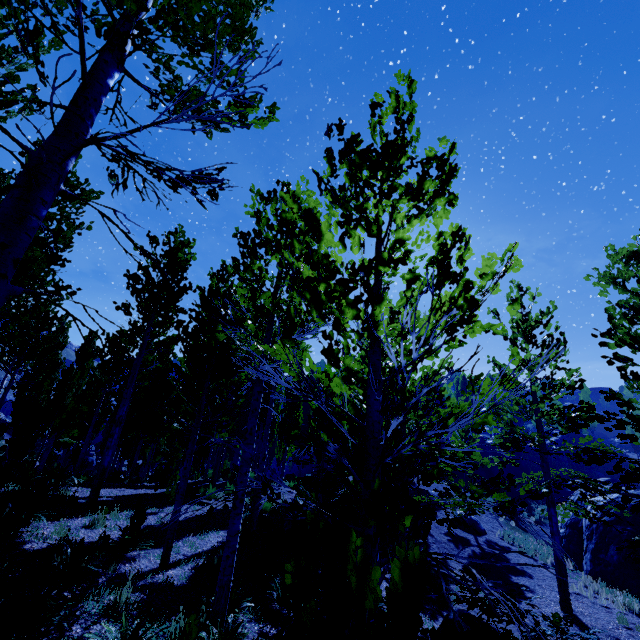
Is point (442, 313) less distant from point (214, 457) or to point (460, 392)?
point (214, 457)

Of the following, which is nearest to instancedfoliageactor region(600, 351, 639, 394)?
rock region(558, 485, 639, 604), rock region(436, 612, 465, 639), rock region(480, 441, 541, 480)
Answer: rock region(480, 441, 541, 480)

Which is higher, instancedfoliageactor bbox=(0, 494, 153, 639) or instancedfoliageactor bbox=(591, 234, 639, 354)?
instancedfoliageactor bbox=(591, 234, 639, 354)

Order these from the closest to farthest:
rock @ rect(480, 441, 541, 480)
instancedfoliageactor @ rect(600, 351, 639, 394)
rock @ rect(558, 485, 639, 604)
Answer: instancedfoliageactor @ rect(600, 351, 639, 394)
rock @ rect(558, 485, 639, 604)
rock @ rect(480, 441, 541, 480)

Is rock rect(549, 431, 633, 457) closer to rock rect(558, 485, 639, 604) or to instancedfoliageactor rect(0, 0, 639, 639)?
instancedfoliageactor rect(0, 0, 639, 639)

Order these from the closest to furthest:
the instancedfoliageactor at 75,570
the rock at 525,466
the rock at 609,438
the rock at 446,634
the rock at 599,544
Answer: the instancedfoliageactor at 75,570
the rock at 446,634
the rock at 599,544
the rock at 525,466
the rock at 609,438

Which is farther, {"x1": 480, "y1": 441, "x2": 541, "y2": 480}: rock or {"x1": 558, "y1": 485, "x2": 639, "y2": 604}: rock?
{"x1": 480, "y1": 441, "x2": 541, "y2": 480}: rock

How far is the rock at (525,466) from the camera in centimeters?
2995cm
